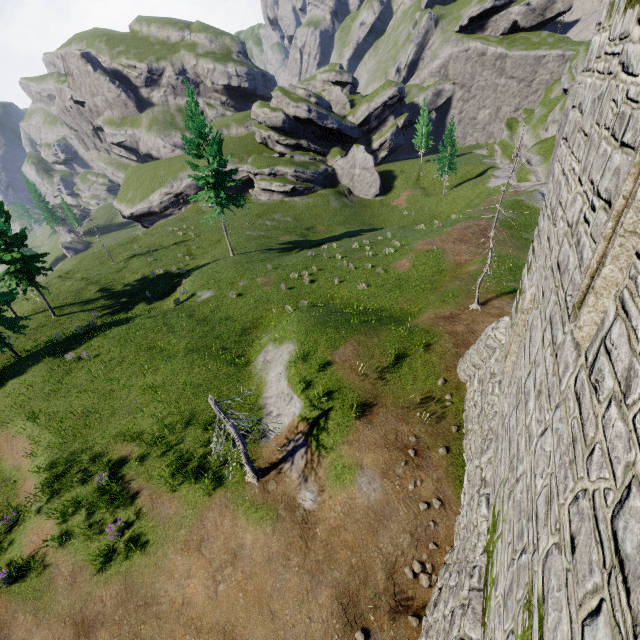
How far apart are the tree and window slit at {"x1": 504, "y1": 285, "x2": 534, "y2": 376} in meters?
8.2

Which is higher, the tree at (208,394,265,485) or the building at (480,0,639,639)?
the building at (480,0,639,639)

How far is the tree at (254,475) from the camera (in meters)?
10.12

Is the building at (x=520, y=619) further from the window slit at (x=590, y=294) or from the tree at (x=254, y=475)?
the tree at (x=254, y=475)

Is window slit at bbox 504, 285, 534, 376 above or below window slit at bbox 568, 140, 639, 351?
below

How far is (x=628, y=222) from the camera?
2.9m

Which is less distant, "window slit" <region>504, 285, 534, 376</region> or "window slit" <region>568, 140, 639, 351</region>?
"window slit" <region>568, 140, 639, 351</region>

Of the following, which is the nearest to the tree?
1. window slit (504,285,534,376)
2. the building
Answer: the building
